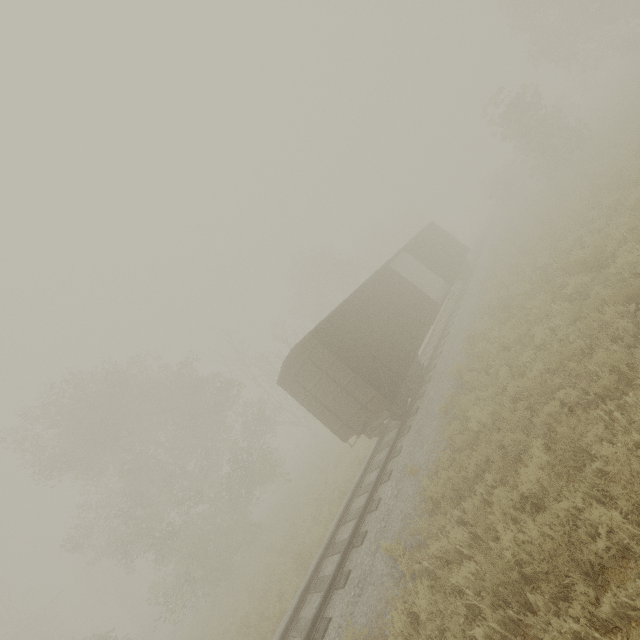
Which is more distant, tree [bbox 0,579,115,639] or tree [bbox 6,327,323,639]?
tree [bbox 0,579,115,639]

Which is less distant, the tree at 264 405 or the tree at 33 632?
the tree at 264 405

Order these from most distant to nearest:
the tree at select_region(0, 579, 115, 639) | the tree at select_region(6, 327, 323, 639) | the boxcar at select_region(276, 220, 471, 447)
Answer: the tree at select_region(0, 579, 115, 639), the tree at select_region(6, 327, 323, 639), the boxcar at select_region(276, 220, 471, 447)

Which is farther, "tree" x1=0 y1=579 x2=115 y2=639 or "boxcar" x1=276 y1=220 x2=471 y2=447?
"tree" x1=0 y1=579 x2=115 y2=639

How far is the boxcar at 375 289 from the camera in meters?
11.2

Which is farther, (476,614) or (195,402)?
(195,402)

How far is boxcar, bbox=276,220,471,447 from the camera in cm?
1123
